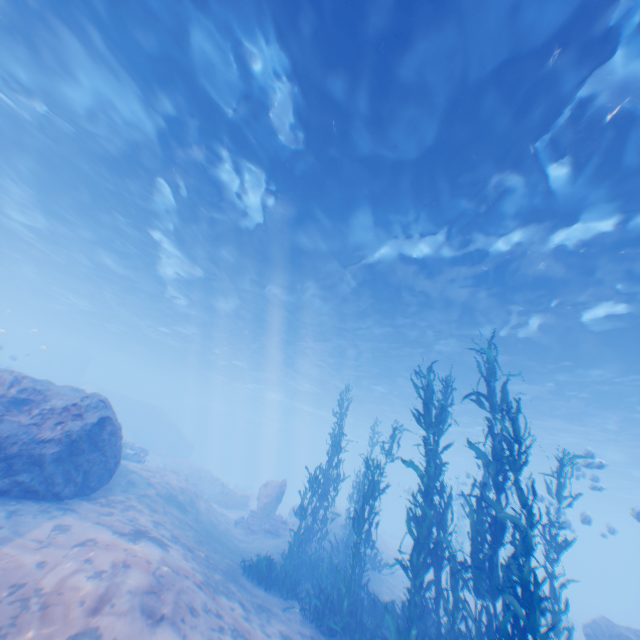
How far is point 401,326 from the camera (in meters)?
19.23

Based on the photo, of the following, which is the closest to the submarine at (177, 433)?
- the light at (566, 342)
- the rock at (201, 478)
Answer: the light at (566, 342)

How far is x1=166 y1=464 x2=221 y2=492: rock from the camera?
27.8 meters

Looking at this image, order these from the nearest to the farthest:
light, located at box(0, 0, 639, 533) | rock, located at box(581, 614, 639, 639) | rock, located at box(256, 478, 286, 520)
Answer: light, located at box(0, 0, 639, 533)
rock, located at box(581, 614, 639, 639)
rock, located at box(256, 478, 286, 520)

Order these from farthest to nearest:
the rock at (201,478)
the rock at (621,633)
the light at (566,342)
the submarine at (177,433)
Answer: the submarine at (177,433), the rock at (201,478), the rock at (621,633), the light at (566,342)

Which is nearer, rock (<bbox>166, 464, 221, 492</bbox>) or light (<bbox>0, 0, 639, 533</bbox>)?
light (<bbox>0, 0, 639, 533</bbox>)

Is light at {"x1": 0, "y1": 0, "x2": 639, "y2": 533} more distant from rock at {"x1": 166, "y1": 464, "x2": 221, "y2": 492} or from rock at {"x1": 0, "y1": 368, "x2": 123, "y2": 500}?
rock at {"x1": 166, "y1": 464, "x2": 221, "y2": 492}

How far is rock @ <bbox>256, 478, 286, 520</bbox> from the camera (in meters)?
18.39
